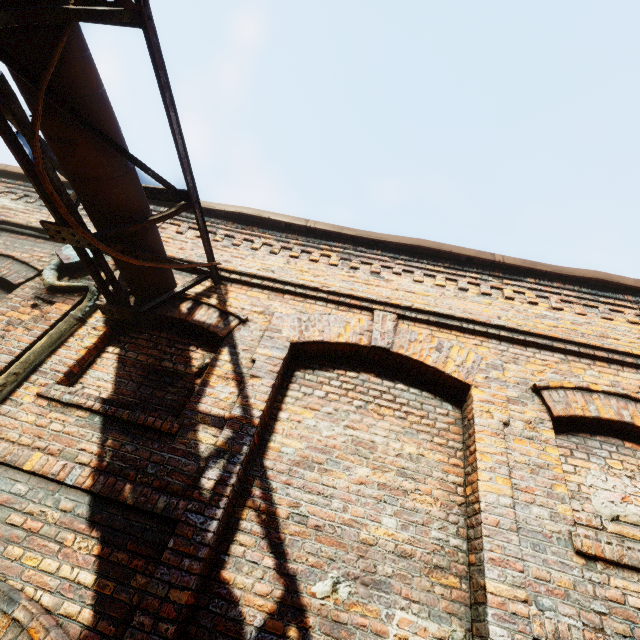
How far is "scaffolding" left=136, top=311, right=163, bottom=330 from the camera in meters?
3.5

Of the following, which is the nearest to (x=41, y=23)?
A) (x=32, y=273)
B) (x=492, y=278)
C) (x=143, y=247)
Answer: (x=143, y=247)

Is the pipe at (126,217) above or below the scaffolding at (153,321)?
above

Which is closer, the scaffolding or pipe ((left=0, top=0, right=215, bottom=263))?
pipe ((left=0, top=0, right=215, bottom=263))

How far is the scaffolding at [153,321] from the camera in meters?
3.5 m

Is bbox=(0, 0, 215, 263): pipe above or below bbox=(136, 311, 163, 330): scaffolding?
above
